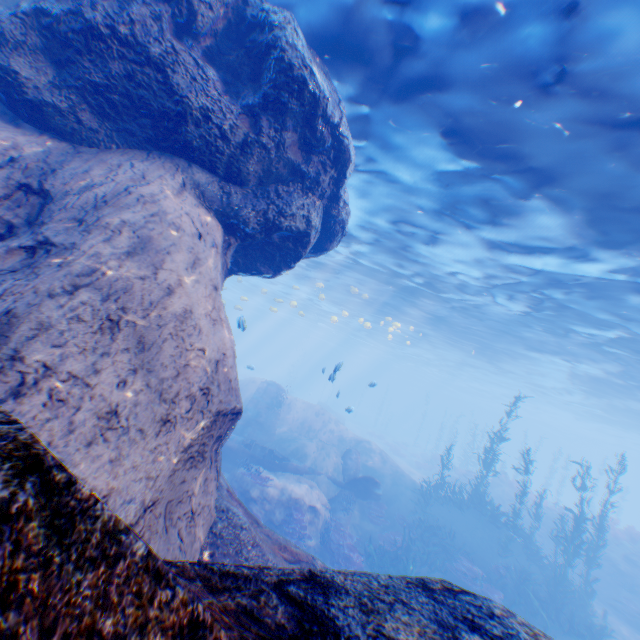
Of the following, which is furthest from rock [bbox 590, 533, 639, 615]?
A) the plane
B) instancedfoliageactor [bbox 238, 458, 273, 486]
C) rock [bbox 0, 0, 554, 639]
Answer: instancedfoliageactor [bbox 238, 458, 273, 486]

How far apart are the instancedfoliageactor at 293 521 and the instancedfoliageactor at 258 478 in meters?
1.2

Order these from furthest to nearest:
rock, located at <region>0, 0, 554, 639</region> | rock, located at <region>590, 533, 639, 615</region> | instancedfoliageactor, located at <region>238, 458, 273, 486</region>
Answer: rock, located at <region>590, 533, 639, 615</region> < instancedfoliageactor, located at <region>238, 458, 273, 486</region> < rock, located at <region>0, 0, 554, 639</region>

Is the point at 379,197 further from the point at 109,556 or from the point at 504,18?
the point at 109,556

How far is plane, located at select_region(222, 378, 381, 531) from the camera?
16.3 meters

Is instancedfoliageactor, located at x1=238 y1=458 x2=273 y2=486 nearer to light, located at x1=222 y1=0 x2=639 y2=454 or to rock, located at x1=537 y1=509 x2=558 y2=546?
light, located at x1=222 y1=0 x2=639 y2=454

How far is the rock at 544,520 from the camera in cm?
2183

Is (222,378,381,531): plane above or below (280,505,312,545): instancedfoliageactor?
above
